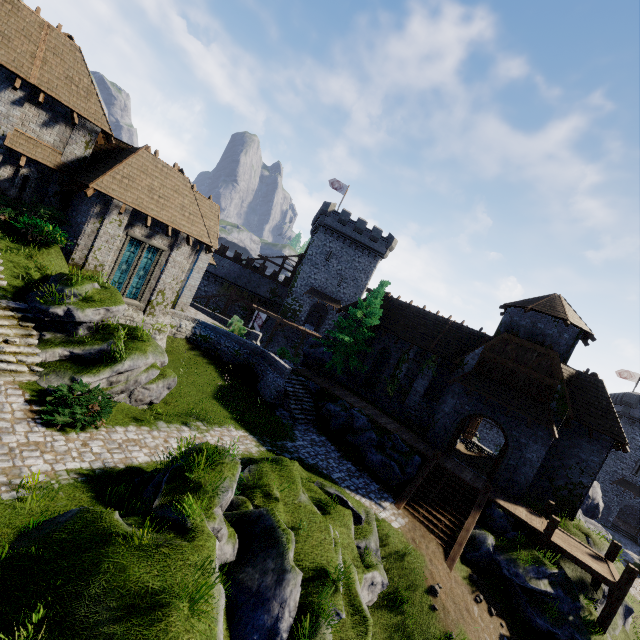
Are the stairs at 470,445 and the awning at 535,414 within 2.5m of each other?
no

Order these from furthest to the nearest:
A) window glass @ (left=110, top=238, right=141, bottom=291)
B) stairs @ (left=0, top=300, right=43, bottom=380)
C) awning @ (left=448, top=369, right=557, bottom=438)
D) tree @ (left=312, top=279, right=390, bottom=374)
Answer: tree @ (left=312, top=279, right=390, bottom=374) < awning @ (left=448, top=369, right=557, bottom=438) < window glass @ (left=110, top=238, right=141, bottom=291) < stairs @ (left=0, top=300, right=43, bottom=380)

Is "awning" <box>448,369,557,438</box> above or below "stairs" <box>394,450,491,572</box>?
above

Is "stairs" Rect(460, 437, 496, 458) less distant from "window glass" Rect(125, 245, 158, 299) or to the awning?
the awning

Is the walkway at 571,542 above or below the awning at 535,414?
below

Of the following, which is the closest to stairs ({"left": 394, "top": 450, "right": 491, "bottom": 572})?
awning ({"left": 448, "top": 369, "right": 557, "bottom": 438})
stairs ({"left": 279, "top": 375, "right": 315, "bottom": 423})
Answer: awning ({"left": 448, "top": 369, "right": 557, "bottom": 438})

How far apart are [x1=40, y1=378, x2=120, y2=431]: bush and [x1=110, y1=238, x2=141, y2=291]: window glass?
8.3m

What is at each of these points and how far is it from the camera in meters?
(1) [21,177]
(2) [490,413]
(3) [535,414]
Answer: (1) window slit, 15.6 m
(2) double door, 20.3 m
(3) awning, 18.8 m
